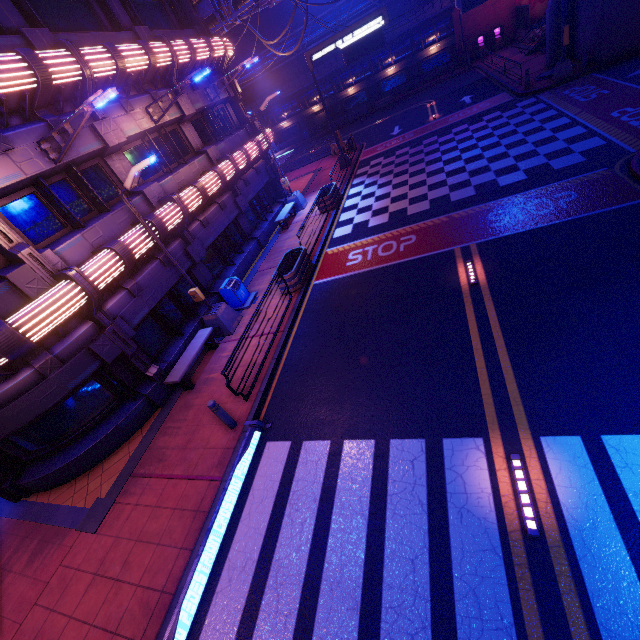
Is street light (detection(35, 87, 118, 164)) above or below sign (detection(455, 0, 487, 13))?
above

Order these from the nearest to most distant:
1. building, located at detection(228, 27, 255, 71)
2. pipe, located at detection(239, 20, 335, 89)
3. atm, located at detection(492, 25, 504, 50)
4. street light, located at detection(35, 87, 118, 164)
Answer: street light, located at detection(35, 87, 118, 164), atm, located at detection(492, 25, 504, 50), pipe, located at detection(239, 20, 335, 89), building, located at detection(228, 27, 255, 71)

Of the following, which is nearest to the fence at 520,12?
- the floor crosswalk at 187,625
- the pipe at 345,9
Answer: the pipe at 345,9

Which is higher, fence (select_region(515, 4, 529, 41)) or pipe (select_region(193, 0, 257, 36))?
pipe (select_region(193, 0, 257, 36))

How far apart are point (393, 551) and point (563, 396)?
4.1 meters

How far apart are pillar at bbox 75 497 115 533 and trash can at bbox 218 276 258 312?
7.3 meters

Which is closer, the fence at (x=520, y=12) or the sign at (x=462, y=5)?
the sign at (x=462, y=5)

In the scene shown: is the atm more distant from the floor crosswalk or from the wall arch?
the floor crosswalk
